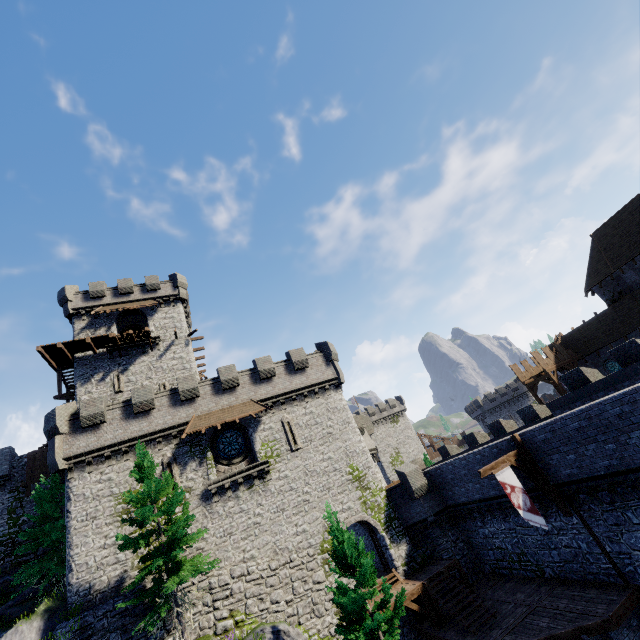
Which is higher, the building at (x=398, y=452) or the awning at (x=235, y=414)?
the awning at (x=235, y=414)

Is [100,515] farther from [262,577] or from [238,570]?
[262,577]

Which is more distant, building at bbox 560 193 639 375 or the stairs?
building at bbox 560 193 639 375

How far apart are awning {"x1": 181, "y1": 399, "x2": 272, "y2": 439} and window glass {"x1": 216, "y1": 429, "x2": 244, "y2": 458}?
1.35m

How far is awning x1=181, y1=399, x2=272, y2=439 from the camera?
22.1 meters

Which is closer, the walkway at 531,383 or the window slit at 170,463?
the window slit at 170,463

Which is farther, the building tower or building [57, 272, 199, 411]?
building [57, 272, 199, 411]

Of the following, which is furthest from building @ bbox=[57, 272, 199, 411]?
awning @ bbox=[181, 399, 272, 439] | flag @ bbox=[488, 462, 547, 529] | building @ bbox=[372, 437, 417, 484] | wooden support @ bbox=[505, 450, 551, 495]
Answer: building @ bbox=[372, 437, 417, 484]
